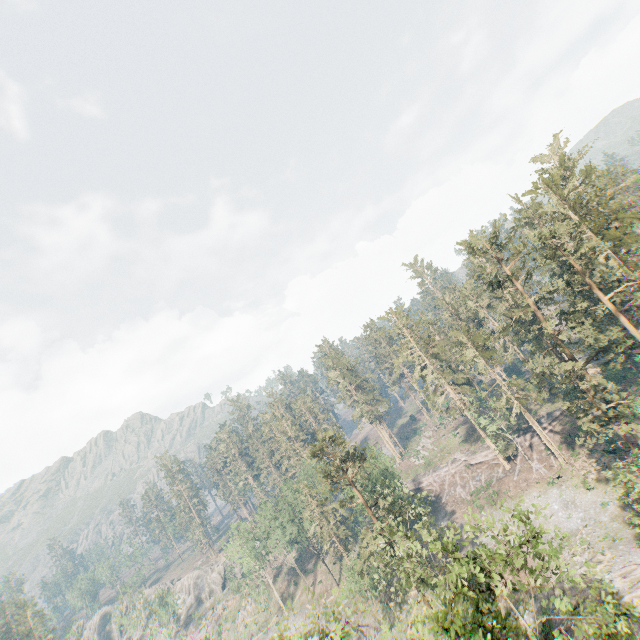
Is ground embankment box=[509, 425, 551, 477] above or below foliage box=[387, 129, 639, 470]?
below

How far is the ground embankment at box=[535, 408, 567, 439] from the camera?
51.6m

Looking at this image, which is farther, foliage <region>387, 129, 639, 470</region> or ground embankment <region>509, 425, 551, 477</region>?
ground embankment <region>509, 425, 551, 477</region>

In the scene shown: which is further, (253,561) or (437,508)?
(253,561)

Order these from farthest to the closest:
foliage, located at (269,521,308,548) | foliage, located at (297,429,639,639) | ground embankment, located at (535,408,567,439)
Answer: foliage, located at (269,521,308,548), ground embankment, located at (535,408,567,439), foliage, located at (297,429,639,639)

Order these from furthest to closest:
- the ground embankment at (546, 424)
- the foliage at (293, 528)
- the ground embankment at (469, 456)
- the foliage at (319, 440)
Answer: the foliage at (293, 528) → the ground embankment at (469, 456) → the ground embankment at (546, 424) → the foliage at (319, 440)

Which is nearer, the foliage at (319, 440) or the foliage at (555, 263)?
the foliage at (319, 440)
